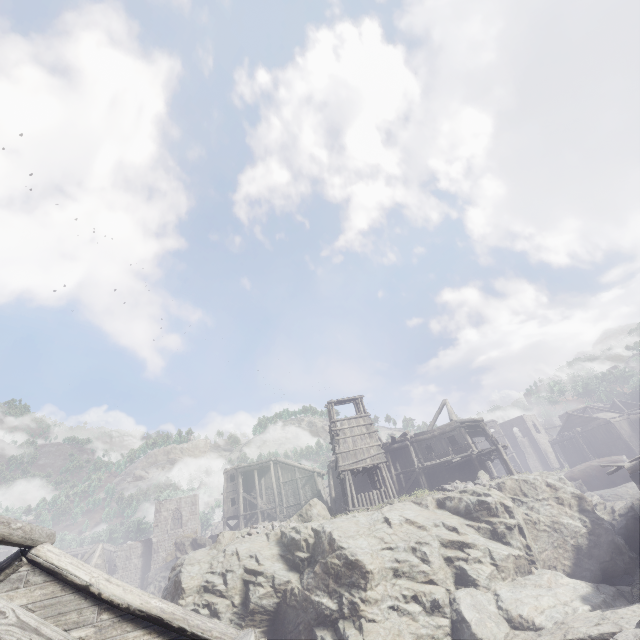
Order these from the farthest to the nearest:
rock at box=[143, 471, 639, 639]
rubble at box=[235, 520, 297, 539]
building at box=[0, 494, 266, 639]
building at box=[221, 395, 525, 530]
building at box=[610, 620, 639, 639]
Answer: building at box=[221, 395, 525, 530], rubble at box=[235, 520, 297, 539], rock at box=[143, 471, 639, 639], building at box=[610, 620, 639, 639], building at box=[0, 494, 266, 639]

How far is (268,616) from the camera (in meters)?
14.12

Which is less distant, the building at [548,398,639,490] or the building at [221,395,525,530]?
the building at [548,398,639,490]

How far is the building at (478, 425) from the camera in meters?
24.6 m

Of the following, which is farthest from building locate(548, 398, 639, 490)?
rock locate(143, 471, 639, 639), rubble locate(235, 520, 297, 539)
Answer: rubble locate(235, 520, 297, 539)

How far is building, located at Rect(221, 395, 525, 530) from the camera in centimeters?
2461cm

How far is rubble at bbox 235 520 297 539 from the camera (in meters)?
17.67

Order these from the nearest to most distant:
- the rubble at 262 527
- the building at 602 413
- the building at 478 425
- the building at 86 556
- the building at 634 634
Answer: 1. the building at 86 556
2. the building at 634 634
3. the rubble at 262 527
4. the building at 602 413
5. the building at 478 425
